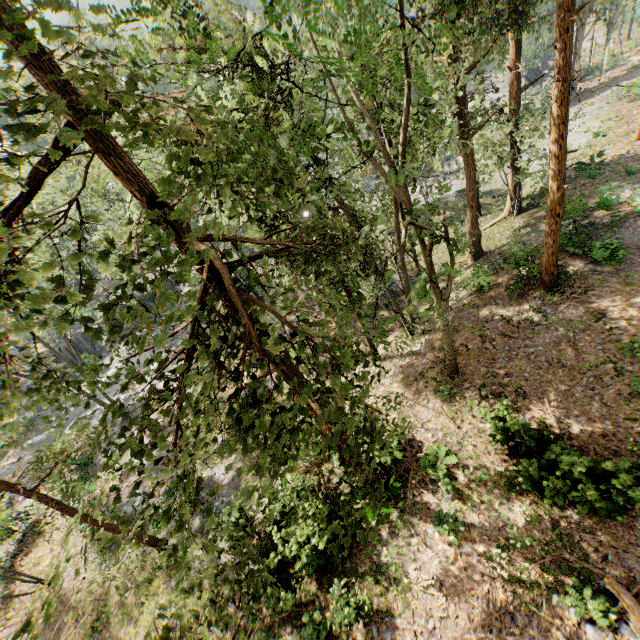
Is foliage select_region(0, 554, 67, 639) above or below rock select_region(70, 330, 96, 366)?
above

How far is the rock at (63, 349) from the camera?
38.2 meters

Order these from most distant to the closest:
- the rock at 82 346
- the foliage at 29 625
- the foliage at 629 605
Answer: the rock at 82 346, the foliage at 629 605, the foliage at 29 625

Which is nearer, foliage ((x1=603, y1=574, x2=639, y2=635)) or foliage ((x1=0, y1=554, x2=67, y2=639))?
foliage ((x1=0, y1=554, x2=67, y2=639))

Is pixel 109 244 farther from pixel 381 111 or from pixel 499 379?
pixel 499 379

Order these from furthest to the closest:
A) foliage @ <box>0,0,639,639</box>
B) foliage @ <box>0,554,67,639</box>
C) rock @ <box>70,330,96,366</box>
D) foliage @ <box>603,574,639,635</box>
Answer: rock @ <box>70,330,96,366</box>, foliage @ <box>603,574,639,635</box>, foliage @ <box>0,0,639,639</box>, foliage @ <box>0,554,67,639</box>

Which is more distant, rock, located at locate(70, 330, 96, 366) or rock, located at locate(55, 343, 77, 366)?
rock, located at locate(55, 343, 77, 366)

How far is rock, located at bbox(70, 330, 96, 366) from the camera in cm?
3634
